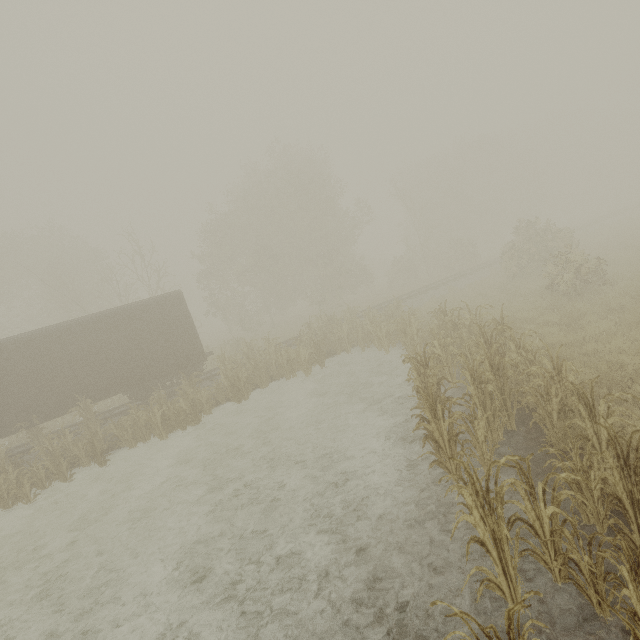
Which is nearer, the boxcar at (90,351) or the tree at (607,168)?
the tree at (607,168)

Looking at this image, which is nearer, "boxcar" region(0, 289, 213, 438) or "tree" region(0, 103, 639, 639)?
"tree" region(0, 103, 639, 639)

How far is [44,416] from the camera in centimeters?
1355cm
